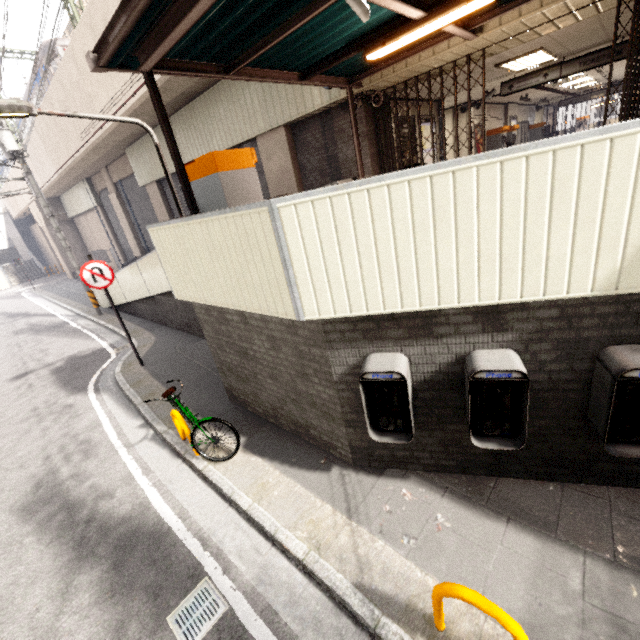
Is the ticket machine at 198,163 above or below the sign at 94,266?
above

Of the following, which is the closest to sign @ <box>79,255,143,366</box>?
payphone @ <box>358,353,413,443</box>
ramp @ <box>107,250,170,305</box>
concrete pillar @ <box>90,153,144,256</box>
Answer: ramp @ <box>107,250,170,305</box>

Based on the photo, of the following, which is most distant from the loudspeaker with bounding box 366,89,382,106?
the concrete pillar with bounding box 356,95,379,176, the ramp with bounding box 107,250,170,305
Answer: the ramp with bounding box 107,250,170,305

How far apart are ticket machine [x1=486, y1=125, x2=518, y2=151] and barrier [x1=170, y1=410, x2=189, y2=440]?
16.8m

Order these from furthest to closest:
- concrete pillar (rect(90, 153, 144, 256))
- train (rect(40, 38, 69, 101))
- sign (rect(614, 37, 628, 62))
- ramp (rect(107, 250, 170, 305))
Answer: concrete pillar (rect(90, 153, 144, 256)) → train (rect(40, 38, 69, 101)) → ramp (rect(107, 250, 170, 305)) → sign (rect(614, 37, 628, 62))

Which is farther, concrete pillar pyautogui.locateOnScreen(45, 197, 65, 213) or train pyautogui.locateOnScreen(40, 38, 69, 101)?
concrete pillar pyautogui.locateOnScreen(45, 197, 65, 213)

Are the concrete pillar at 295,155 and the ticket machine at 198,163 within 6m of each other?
yes

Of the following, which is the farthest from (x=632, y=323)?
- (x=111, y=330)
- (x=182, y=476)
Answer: (x=111, y=330)
